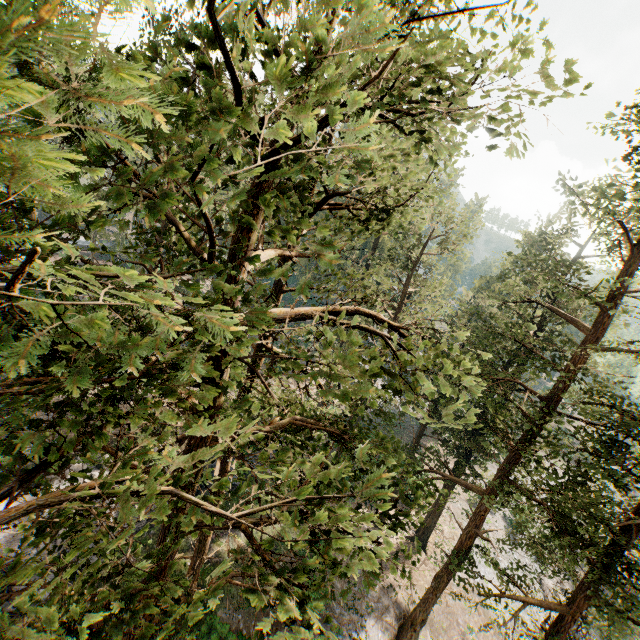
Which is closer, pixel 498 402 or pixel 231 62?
pixel 231 62
